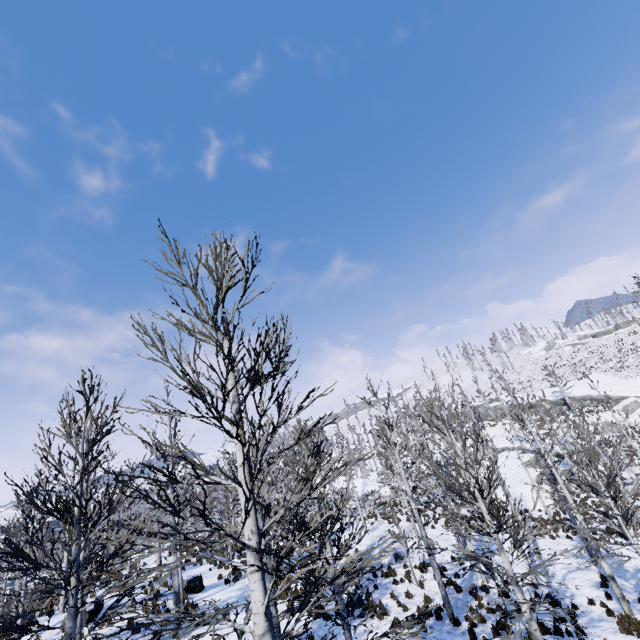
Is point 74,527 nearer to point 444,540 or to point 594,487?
point 444,540

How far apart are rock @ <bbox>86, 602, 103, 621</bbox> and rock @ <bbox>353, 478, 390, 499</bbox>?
34.26m

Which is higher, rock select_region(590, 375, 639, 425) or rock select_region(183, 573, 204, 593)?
rock select_region(590, 375, 639, 425)

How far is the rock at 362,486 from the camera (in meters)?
37.54

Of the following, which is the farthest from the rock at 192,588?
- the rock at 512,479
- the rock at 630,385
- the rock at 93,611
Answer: the rock at 630,385

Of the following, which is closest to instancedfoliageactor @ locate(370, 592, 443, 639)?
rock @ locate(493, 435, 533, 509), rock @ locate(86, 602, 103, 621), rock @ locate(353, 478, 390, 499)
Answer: rock @ locate(86, 602, 103, 621)

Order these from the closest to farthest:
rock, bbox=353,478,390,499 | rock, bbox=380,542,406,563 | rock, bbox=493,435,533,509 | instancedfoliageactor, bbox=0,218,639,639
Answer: instancedfoliageactor, bbox=0,218,639,639 < rock, bbox=380,542,406,563 < rock, bbox=493,435,533,509 < rock, bbox=353,478,390,499

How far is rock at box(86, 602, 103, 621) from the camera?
13.9 meters
